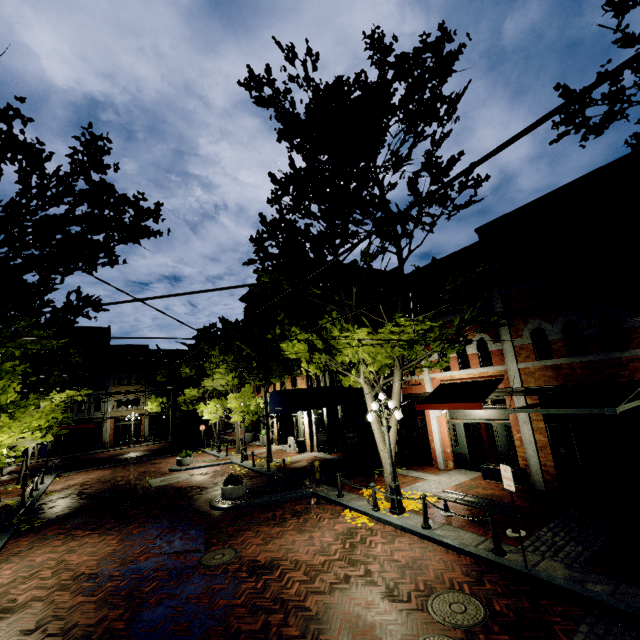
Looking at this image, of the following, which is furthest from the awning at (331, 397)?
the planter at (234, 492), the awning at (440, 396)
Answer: the awning at (440, 396)

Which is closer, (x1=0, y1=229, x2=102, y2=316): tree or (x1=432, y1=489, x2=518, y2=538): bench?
(x1=0, y1=229, x2=102, y2=316): tree

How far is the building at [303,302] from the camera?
23.5 meters

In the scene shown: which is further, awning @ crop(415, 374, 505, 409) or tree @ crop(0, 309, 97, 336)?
awning @ crop(415, 374, 505, 409)

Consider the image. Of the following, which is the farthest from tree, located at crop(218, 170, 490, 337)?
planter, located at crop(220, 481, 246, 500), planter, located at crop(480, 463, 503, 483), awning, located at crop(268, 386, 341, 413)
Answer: planter, located at crop(220, 481, 246, 500)

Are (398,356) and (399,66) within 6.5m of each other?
no

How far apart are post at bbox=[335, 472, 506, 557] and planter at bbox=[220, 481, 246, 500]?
7.23m

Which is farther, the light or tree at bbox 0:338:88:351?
the light
